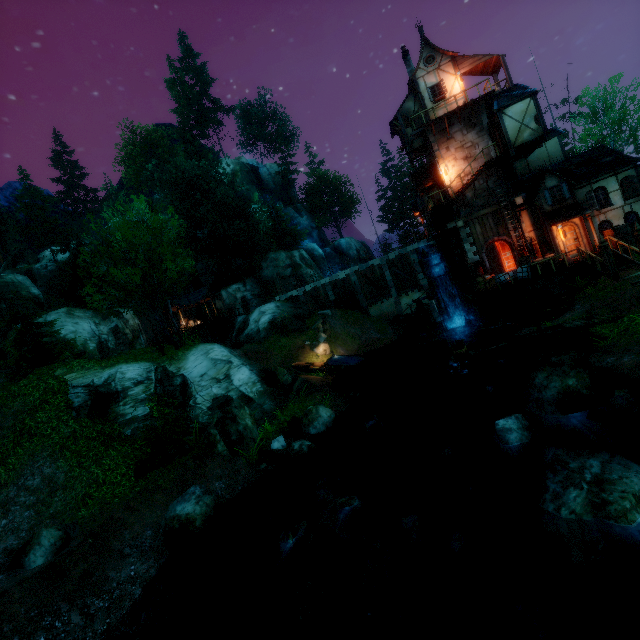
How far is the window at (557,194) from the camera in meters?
21.8

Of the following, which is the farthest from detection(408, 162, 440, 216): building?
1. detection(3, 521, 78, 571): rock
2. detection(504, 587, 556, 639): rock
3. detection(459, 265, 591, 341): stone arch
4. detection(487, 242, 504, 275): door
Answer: detection(3, 521, 78, 571): rock

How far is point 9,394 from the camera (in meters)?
15.20

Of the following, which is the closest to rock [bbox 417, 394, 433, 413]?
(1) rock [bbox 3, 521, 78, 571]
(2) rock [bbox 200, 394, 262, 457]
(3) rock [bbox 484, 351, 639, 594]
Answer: (2) rock [bbox 200, 394, 262, 457]

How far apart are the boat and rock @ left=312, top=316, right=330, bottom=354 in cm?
338

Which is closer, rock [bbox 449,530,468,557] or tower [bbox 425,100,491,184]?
rock [bbox 449,530,468,557]

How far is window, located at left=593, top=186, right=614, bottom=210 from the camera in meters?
21.7 m

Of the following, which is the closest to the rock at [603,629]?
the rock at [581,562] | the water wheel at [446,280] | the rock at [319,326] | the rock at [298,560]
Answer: the rock at [581,562]
